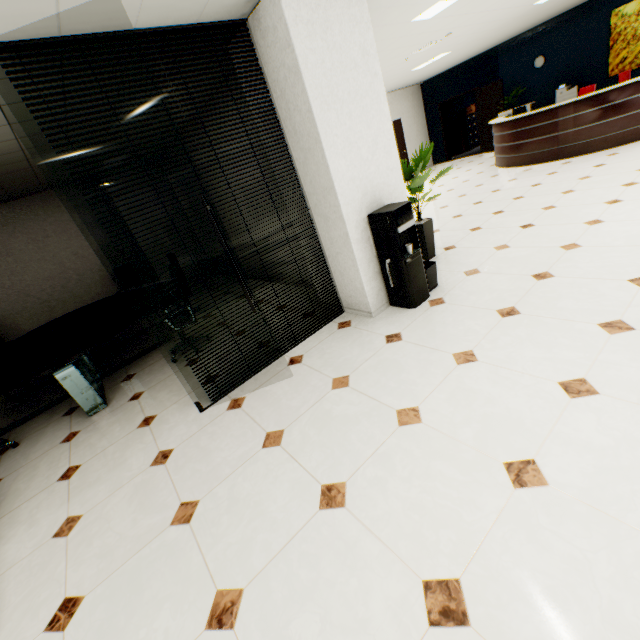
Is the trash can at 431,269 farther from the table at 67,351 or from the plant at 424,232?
the table at 67,351

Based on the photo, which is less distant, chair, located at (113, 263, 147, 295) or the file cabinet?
chair, located at (113, 263, 147, 295)

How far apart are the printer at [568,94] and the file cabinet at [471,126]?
4.3 meters

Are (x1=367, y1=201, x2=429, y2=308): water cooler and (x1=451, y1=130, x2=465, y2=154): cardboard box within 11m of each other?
no

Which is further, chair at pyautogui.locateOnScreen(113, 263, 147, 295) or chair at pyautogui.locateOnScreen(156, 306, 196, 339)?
chair at pyautogui.locateOnScreen(113, 263, 147, 295)

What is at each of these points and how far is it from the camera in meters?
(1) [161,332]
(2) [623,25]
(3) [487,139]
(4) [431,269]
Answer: (1) chair, 4.2 m
(2) picture, 8.1 m
(3) door, 11.4 m
(4) trash can, 3.7 m

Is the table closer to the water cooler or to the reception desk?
the water cooler

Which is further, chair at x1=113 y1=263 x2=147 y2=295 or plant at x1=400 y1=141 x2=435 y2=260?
chair at x1=113 y1=263 x2=147 y2=295
